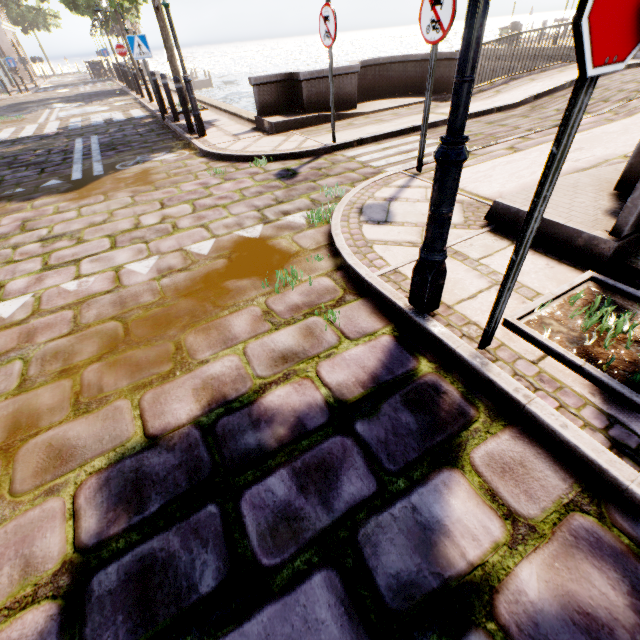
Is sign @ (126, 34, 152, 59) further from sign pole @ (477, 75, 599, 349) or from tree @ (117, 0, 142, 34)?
sign pole @ (477, 75, 599, 349)

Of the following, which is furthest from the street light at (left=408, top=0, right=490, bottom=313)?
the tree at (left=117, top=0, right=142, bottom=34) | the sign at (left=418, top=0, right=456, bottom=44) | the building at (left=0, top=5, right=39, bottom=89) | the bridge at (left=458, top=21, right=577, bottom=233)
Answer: the building at (left=0, top=5, right=39, bottom=89)

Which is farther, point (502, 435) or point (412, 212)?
point (412, 212)

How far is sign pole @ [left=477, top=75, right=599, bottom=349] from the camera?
1.20m

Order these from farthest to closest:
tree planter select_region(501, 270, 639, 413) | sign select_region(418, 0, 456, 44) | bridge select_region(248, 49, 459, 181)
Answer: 1. bridge select_region(248, 49, 459, 181)
2. sign select_region(418, 0, 456, 44)
3. tree planter select_region(501, 270, 639, 413)

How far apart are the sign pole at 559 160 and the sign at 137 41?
11.2 meters

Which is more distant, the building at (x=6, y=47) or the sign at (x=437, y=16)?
the building at (x=6, y=47)

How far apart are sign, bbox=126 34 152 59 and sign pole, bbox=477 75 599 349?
11.24m
